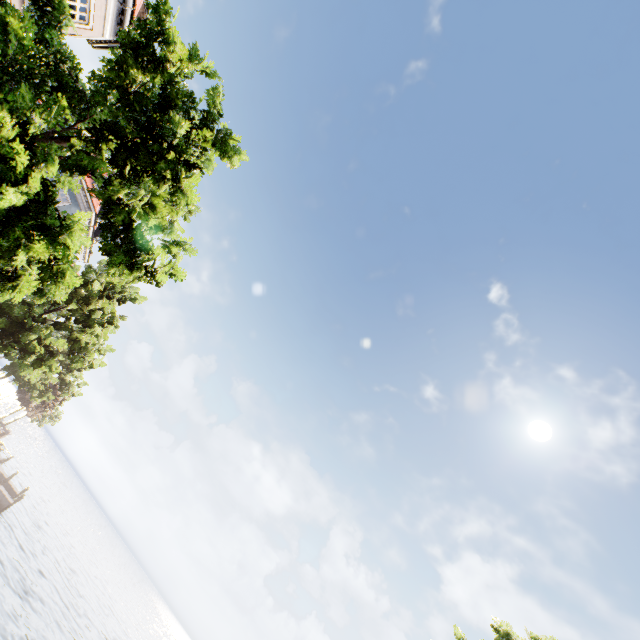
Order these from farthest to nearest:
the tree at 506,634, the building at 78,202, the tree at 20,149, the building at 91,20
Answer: the building at 78,202, the building at 91,20, the tree at 506,634, the tree at 20,149

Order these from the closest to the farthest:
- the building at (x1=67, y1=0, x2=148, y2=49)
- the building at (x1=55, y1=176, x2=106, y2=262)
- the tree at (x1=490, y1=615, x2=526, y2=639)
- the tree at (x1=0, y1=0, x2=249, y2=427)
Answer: the tree at (x1=0, y1=0, x2=249, y2=427)
the tree at (x1=490, y1=615, x2=526, y2=639)
the building at (x1=67, y1=0, x2=148, y2=49)
the building at (x1=55, y1=176, x2=106, y2=262)

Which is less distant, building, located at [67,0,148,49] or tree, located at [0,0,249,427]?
tree, located at [0,0,249,427]

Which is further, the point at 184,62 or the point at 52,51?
the point at 52,51

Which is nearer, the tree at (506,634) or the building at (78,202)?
the tree at (506,634)

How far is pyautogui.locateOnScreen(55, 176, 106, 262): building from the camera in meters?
26.1
